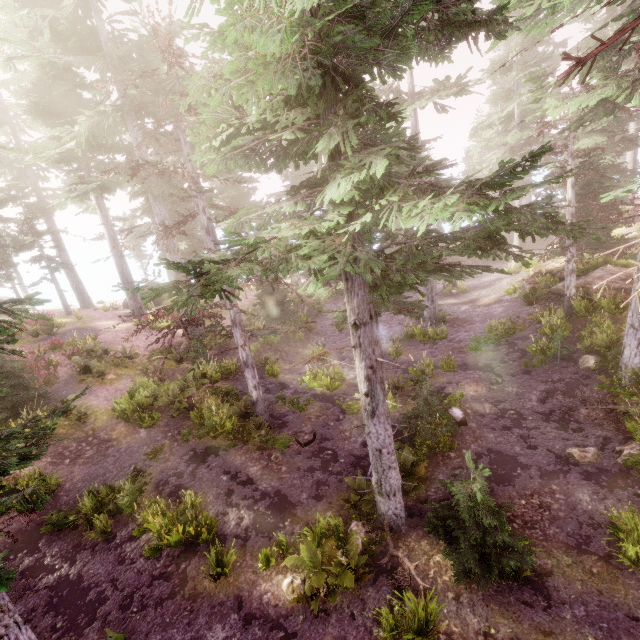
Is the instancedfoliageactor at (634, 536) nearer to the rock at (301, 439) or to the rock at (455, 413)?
the rock at (455, 413)

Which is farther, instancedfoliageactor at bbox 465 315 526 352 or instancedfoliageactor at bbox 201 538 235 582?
instancedfoliageactor at bbox 465 315 526 352

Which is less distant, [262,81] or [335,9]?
[335,9]

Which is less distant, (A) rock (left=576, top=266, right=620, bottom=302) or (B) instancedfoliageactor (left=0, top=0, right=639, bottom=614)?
(B) instancedfoliageactor (left=0, top=0, right=639, bottom=614)

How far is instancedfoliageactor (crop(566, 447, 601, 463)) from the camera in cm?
935

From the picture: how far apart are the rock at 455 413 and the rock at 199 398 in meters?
9.4 m

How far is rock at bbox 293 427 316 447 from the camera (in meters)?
12.18

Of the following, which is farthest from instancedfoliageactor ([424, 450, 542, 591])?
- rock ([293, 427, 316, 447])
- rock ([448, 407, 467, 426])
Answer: rock ([293, 427, 316, 447])
